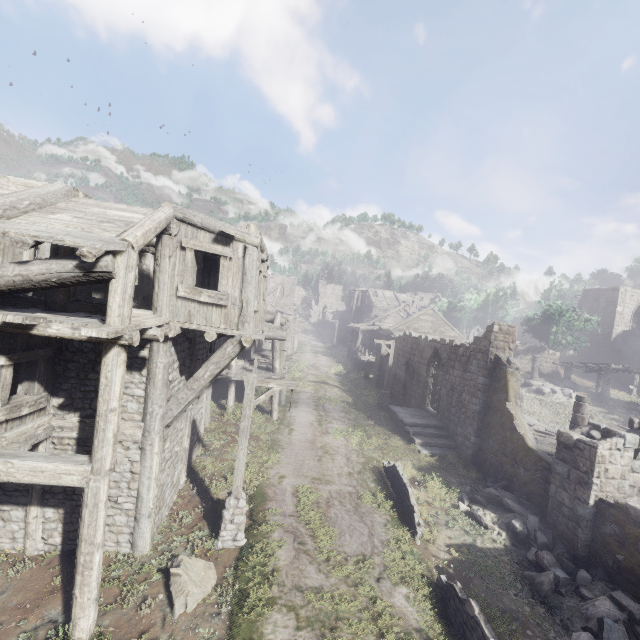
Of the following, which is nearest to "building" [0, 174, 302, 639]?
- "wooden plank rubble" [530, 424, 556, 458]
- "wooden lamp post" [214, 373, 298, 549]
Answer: "wooden plank rubble" [530, 424, 556, 458]

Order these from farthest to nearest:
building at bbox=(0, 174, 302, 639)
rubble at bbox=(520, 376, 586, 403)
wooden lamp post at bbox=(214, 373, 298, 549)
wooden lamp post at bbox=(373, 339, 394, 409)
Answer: rubble at bbox=(520, 376, 586, 403) < wooden lamp post at bbox=(373, 339, 394, 409) < wooden lamp post at bbox=(214, 373, 298, 549) < building at bbox=(0, 174, 302, 639)

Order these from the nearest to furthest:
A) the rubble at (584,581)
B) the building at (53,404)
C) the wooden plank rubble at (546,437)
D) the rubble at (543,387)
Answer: the building at (53,404)
the rubble at (584,581)
the wooden plank rubble at (546,437)
the rubble at (543,387)

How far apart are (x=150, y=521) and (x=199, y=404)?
4.7 meters

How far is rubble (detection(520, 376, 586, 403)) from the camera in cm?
2595

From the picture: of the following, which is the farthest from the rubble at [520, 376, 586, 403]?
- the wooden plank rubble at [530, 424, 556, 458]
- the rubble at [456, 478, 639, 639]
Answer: the rubble at [456, 478, 639, 639]

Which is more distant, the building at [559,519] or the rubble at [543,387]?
the rubble at [543,387]

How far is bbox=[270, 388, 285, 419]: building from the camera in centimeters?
1777cm
